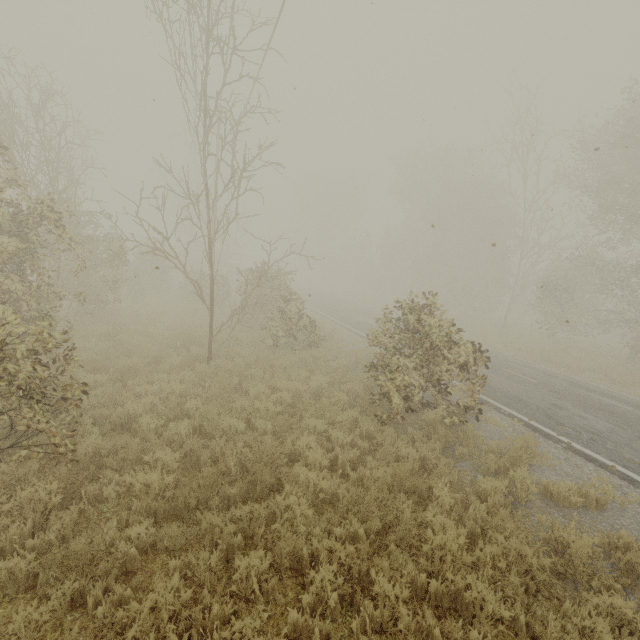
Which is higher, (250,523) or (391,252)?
(391,252)
